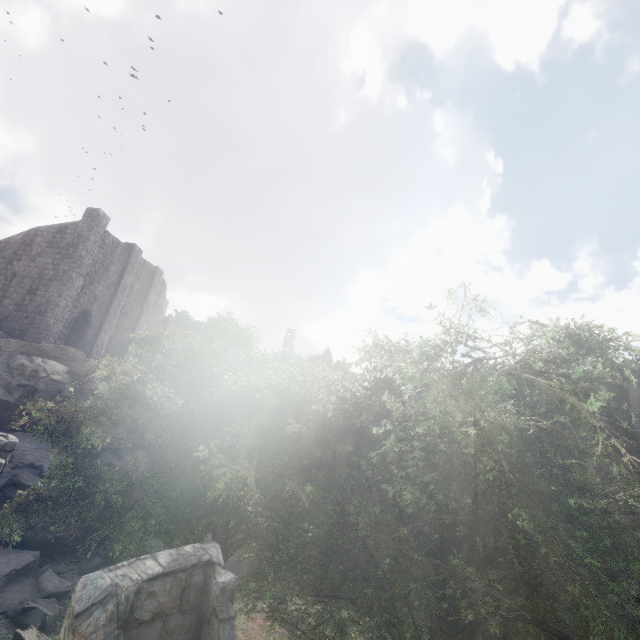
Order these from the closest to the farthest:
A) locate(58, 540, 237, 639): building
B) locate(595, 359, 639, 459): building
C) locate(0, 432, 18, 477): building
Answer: locate(58, 540, 237, 639): building < locate(595, 359, 639, 459): building < locate(0, 432, 18, 477): building

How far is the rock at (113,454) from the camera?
17.52m

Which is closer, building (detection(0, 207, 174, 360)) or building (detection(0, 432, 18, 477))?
building (detection(0, 432, 18, 477))

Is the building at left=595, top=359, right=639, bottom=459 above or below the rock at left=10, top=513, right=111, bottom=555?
above

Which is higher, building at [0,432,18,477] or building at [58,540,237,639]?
building at [58,540,237,639]

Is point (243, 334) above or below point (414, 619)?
above

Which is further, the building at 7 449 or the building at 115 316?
the building at 115 316
